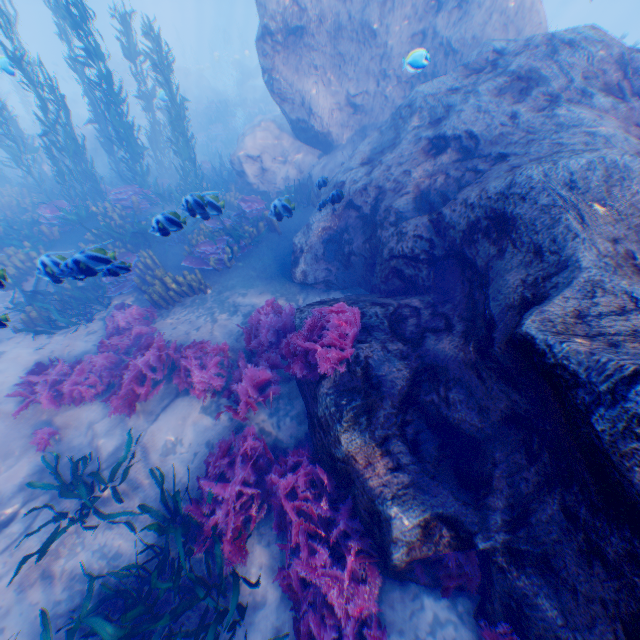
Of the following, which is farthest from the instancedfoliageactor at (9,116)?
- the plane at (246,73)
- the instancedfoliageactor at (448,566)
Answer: the instancedfoliageactor at (448,566)

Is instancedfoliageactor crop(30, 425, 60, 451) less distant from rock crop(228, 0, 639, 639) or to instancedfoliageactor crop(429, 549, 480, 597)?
rock crop(228, 0, 639, 639)

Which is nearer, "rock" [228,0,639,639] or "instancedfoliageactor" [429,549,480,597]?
"rock" [228,0,639,639]

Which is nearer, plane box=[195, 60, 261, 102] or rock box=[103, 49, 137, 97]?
rock box=[103, 49, 137, 97]

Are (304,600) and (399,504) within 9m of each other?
yes

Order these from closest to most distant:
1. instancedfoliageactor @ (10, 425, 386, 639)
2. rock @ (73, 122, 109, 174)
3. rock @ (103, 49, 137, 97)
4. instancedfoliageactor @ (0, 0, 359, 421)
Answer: instancedfoliageactor @ (10, 425, 386, 639)
instancedfoliageactor @ (0, 0, 359, 421)
rock @ (73, 122, 109, 174)
rock @ (103, 49, 137, 97)

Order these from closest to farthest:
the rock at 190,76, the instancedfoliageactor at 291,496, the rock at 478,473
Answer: the rock at 478,473 → the instancedfoliageactor at 291,496 → the rock at 190,76
